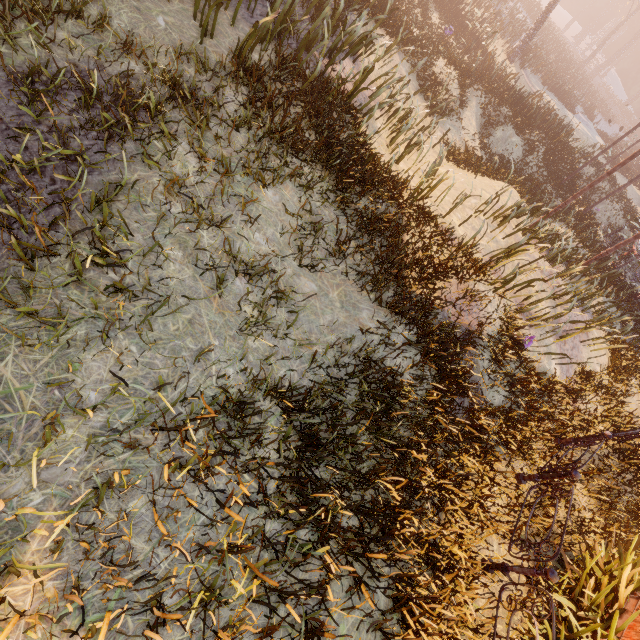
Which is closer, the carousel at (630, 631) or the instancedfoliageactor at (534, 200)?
the instancedfoliageactor at (534, 200)

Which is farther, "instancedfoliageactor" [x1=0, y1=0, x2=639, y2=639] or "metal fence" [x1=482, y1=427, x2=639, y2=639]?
"metal fence" [x1=482, y1=427, x2=639, y2=639]

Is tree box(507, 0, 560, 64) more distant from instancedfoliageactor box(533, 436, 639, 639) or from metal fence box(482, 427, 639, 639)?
instancedfoliageactor box(533, 436, 639, 639)

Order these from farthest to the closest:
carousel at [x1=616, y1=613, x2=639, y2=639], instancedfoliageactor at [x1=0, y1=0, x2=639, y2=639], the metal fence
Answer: carousel at [x1=616, y1=613, x2=639, y2=639]
the metal fence
instancedfoliageactor at [x1=0, y1=0, x2=639, y2=639]

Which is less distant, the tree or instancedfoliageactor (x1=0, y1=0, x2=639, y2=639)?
instancedfoliageactor (x1=0, y1=0, x2=639, y2=639)

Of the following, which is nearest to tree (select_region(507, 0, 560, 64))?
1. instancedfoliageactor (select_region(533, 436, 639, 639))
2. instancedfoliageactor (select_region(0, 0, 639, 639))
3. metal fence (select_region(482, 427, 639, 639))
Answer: instancedfoliageactor (select_region(0, 0, 639, 639))

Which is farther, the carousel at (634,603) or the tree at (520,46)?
the tree at (520,46)

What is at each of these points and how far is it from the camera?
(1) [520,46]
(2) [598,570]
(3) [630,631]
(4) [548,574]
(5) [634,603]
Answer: (1) tree, 24.0 meters
(2) instancedfoliageactor, 5.8 meters
(3) carousel, 5.1 meters
(4) metal fence, 4.4 meters
(5) carousel, 5.6 meters
